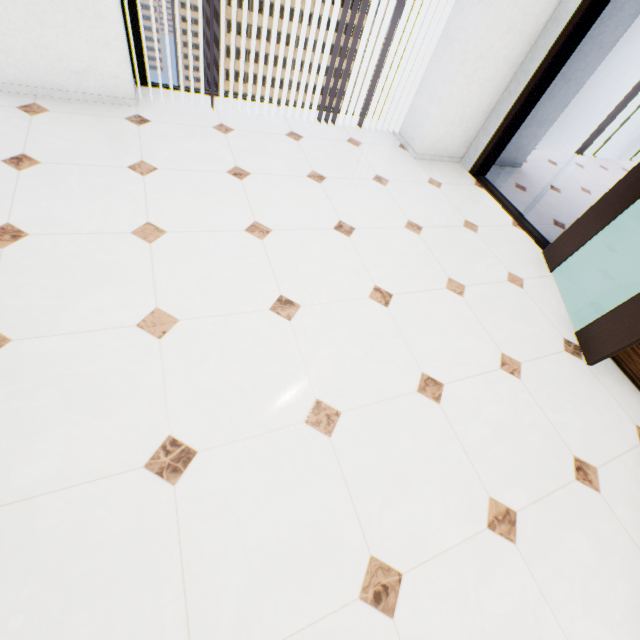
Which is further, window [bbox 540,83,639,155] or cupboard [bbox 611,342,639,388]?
window [bbox 540,83,639,155]

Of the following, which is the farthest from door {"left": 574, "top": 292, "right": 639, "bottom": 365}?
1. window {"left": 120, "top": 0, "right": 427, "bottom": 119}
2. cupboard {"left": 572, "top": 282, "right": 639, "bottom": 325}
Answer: window {"left": 120, "top": 0, "right": 427, "bottom": 119}

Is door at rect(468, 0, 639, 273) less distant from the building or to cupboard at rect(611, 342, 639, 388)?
cupboard at rect(611, 342, 639, 388)

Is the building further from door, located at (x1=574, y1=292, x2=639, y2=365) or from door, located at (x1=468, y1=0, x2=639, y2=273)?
door, located at (x1=574, y1=292, x2=639, y2=365)

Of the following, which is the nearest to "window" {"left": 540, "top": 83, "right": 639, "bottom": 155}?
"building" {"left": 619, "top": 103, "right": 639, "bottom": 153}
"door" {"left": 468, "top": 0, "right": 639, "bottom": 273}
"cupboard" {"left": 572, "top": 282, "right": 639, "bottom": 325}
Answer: "door" {"left": 468, "top": 0, "right": 639, "bottom": 273}

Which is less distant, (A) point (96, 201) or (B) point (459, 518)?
(B) point (459, 518)

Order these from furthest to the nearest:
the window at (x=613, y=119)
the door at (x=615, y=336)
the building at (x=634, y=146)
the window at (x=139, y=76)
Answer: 1. the building at (x=634, y=146)
2. the window at (x=613, y=119)
3. the window at (x=139, y=76)
4. the door at (x=615, y=336)

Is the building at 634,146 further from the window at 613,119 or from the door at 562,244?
the door at 562,244
